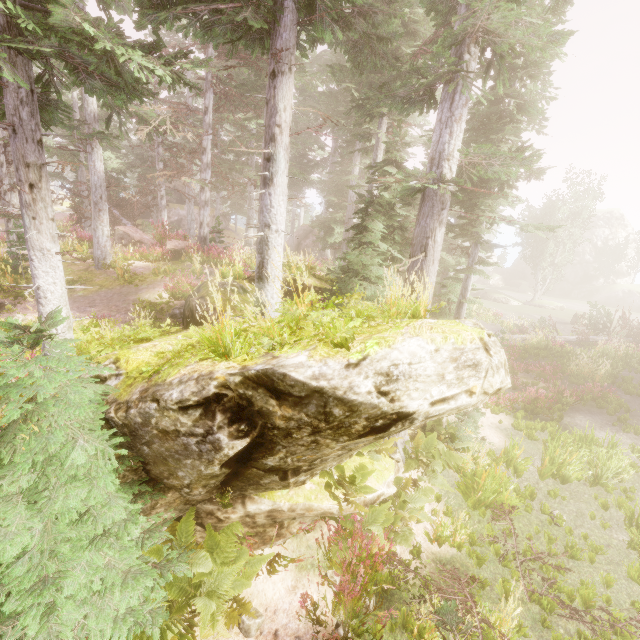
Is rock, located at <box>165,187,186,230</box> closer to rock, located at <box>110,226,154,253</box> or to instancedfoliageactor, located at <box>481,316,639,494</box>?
Answer: instancedfoliageactor, located at <box>481,316,639,494</box>

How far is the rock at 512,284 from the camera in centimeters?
4856cm

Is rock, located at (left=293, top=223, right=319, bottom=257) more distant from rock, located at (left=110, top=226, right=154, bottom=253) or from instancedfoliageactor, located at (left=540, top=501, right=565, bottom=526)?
rock, located at (left=110, top=226, right=154, bottom=253)

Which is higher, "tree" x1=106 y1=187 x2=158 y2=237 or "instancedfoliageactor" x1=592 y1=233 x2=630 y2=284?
"tree" x1=106 y1=187 x2=158 y2=237

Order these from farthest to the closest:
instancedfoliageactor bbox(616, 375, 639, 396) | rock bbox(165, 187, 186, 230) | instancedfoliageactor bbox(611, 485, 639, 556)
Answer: rock bbox(165, 187, 186, 230) < instancedfoliageactor bbox(616, 375, 639, 396) < instancedfoliageactor bbox(611, 485, 639, 556)

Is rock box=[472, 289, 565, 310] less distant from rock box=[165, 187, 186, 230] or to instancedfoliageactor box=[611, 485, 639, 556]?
instancedfoliageactor box=[611, 485, 639, 556]

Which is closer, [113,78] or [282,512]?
[113,78]

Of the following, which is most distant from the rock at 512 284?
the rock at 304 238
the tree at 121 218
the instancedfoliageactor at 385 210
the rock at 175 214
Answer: the tree at 121 218
